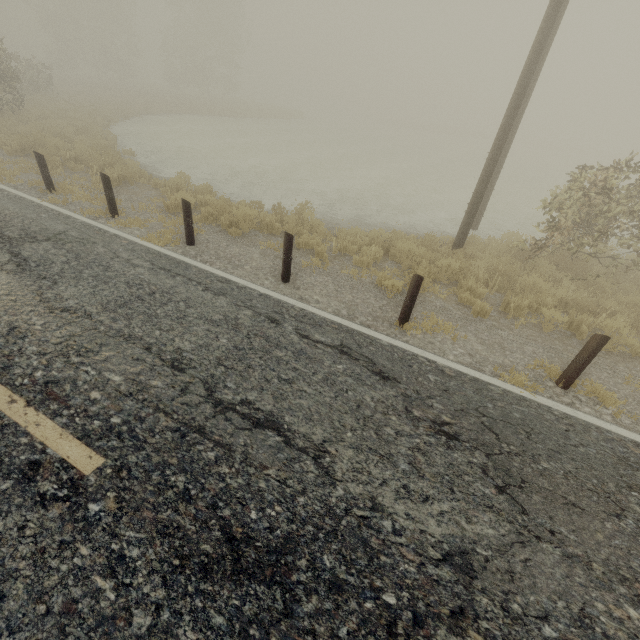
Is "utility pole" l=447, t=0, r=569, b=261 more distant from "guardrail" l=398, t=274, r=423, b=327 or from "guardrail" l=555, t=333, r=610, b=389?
"guardrail" l=555, t=333, r=610, b=389

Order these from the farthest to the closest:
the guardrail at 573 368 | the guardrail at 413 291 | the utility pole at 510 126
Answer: the utility pole at 510 126, the guardrail at 413 291, the guardrail at 573 368

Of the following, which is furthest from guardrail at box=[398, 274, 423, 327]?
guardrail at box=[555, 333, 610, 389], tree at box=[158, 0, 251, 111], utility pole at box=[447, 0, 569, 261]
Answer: tree at box=[158, 0, 251, 111]

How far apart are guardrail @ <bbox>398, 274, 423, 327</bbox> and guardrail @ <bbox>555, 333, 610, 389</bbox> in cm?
201

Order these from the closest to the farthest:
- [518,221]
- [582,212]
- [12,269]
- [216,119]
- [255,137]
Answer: [12,269] < [582,212] < [518,221] < [255,137] < [216,119]

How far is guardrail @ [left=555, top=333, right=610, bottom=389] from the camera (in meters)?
4.43

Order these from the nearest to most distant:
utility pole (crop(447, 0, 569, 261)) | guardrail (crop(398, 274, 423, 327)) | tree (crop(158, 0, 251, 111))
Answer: guardrail (crop(398, 274, 423, 327)) < utility pole (crop(447, 0, 569, 261)) < tree (crop(158, 0, 251, 111))

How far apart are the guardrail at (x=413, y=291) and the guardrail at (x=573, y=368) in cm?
201
